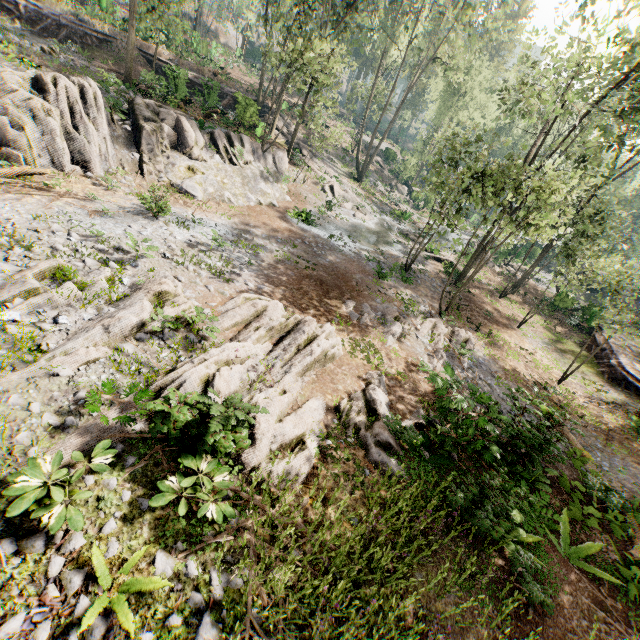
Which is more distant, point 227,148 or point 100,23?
point 100,23

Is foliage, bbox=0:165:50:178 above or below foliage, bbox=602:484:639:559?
below

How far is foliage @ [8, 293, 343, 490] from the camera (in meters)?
5.88

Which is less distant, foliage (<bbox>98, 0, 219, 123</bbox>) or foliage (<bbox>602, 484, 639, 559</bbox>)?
foliage (<bbox>602, 484, 639, 559</bbox>)

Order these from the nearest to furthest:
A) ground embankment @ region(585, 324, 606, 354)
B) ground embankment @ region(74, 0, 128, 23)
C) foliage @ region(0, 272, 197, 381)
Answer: foliage @ region(0, 272, 197, 381)
ground embankment @ region(585, 324, 606, 354)
ground embankment @ region(74, 0, 128, 23)

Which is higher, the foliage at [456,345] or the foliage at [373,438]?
the foliage at [373,438]

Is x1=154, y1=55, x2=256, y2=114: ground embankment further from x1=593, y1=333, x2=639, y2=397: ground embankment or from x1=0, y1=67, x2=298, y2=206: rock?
x1=593, y1=333, x2=639, y2=397: ground embankment
